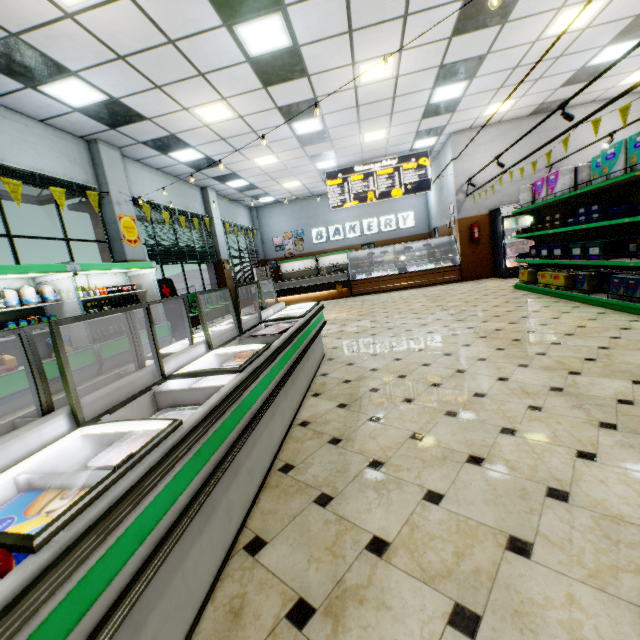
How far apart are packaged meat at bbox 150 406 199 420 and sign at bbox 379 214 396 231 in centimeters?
1623cm

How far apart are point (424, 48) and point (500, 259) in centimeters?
681cm

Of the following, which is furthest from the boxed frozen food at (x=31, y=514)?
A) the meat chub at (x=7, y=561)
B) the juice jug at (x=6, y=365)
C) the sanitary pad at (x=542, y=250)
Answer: the sanitary pad at (x=542, y=250)

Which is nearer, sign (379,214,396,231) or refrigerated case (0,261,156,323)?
refrigerated case (0,261,156,323)

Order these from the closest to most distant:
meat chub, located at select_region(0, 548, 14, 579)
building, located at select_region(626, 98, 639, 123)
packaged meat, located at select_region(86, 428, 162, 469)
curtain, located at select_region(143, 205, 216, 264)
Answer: meat chub, located at select_region(0, 548, 14, 579), packaged meat, located at select_region(86, 428, 162, 469), curtain, located at select_region(143, 205, 216, 264), building, located at select_region(626, 98, 639, 123)

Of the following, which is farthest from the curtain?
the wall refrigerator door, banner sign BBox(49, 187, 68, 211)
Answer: the wall refrigerator door

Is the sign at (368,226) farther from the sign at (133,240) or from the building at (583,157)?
the sign at (133,240)

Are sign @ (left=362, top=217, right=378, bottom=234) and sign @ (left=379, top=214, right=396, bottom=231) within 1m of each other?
yes
